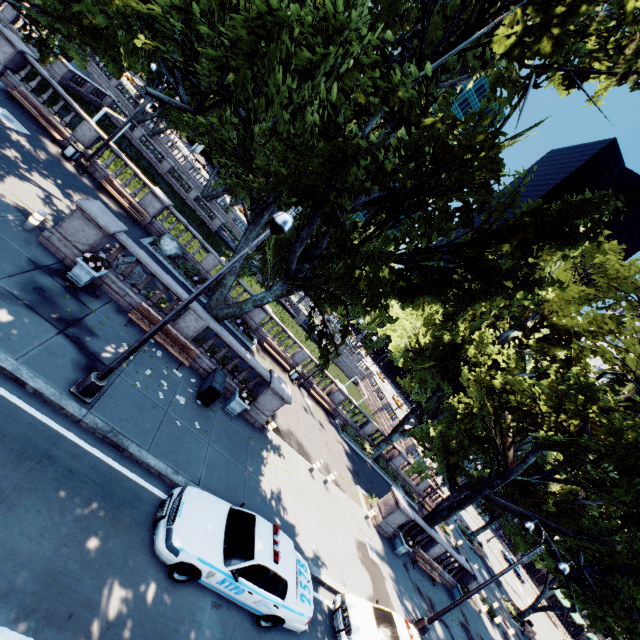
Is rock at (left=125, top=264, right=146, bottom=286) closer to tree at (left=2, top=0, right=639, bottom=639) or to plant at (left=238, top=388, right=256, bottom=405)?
tree at (left=2, top=0, right=639, bottom=639)

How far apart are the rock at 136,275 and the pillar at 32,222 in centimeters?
247cm

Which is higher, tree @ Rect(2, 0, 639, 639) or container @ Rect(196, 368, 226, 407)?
tree @ Rect(2, 0, 639, 639)

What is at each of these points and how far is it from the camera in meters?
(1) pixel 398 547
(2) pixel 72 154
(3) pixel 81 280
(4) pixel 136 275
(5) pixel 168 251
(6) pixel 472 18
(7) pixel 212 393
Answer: (1) planter, 18.8 m
(2) garbage can, 18.1 m
(3) planter, 11.4 m
(4) rock, 14.0 m
(5) rock, 20.2 m
(6) tree, 9.6 m
(7) container, 12.7 m

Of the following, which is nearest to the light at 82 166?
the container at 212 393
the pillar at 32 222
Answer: the pillar at 32 222

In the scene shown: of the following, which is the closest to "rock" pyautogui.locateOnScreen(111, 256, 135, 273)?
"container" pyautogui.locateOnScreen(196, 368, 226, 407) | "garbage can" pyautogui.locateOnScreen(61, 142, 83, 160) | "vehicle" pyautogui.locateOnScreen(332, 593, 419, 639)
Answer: "container" pyautogui.locateOnScreen(196, 368, 226, 407)

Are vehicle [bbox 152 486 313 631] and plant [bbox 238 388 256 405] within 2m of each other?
no

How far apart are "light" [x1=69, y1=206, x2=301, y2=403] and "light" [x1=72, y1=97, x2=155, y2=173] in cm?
1463
